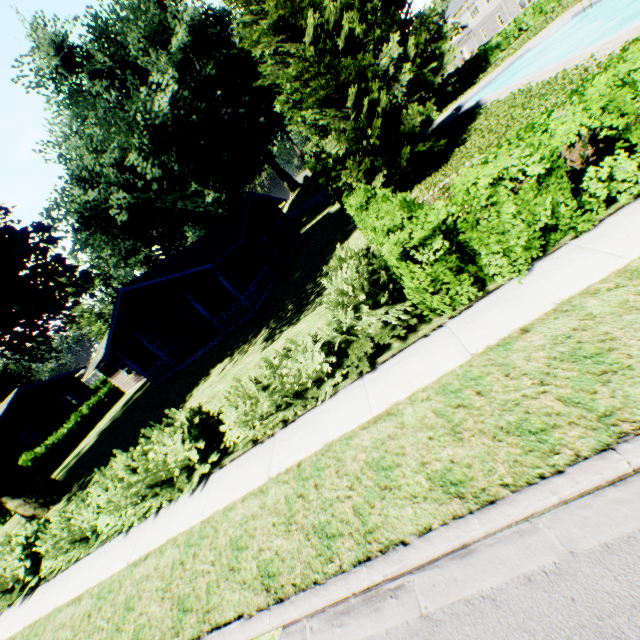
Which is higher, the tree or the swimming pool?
the tree

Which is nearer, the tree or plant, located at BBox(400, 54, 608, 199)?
plant, located at BBox(400, 54, 608, 199)

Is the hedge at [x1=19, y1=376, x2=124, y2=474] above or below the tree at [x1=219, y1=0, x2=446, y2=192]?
below

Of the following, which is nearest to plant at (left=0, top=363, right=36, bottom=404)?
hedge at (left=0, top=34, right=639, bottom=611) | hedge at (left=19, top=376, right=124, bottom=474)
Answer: hedge at (left=0, top=34, right=639, bottom=611)

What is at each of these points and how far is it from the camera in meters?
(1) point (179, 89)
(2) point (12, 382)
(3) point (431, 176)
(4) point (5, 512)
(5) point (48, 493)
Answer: (1) plant, 25.1
(2) plant, 39.1
(3) plant, 14.8
(4) hedge, 21.6
(5) plant, 15.6

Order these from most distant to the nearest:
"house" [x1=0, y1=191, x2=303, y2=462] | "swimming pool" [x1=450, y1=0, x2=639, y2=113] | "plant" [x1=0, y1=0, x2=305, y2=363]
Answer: "swimming pool" [x1=450, y1=0, x2=639, y2=113]
"house" [x1=0, y1=191, x2=303, y2=462]
"plant" [x1=0, y1=0, x2=305, y2=363]

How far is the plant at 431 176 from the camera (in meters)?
11.44

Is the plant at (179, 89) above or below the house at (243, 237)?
above
